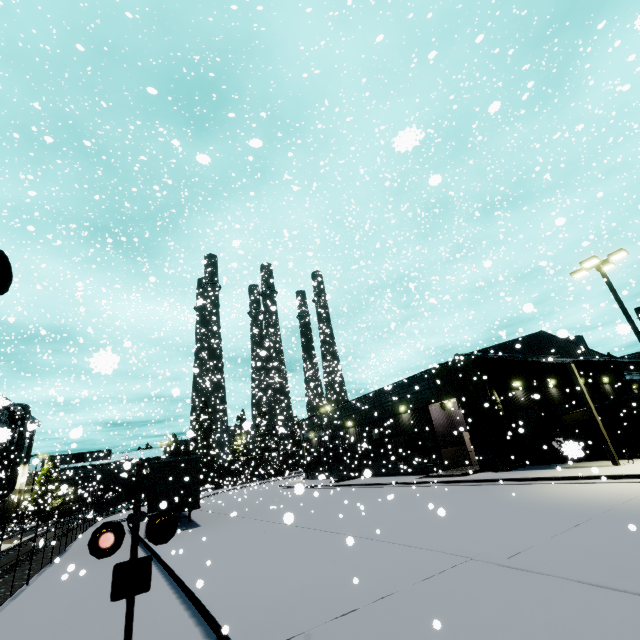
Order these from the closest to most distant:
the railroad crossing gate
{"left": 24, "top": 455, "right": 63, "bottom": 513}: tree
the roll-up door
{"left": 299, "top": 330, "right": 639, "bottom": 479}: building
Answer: the railroad crossing gate, {"left": 299, "top": 330, "right": 639, "bottom": 479}: building, the roll-up door, {"left": 24, "top": 455, "right": 63, "bottom": 513}: tree

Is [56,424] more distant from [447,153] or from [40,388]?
[447,153]

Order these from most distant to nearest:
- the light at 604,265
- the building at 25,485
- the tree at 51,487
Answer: the building at 25,485, the tree at 51,487, the light at 604,265

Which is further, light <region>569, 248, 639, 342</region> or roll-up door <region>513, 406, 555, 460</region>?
roll-up door <region>513, 406, 555, 460</region>

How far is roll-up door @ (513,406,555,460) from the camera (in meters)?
22.83

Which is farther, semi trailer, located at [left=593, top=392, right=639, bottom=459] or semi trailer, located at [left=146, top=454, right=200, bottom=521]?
semi trailer, located at [left=593, top=392, right=639, bottom=459]

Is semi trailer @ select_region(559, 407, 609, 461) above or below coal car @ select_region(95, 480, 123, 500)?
below

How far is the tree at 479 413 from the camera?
21.42m
